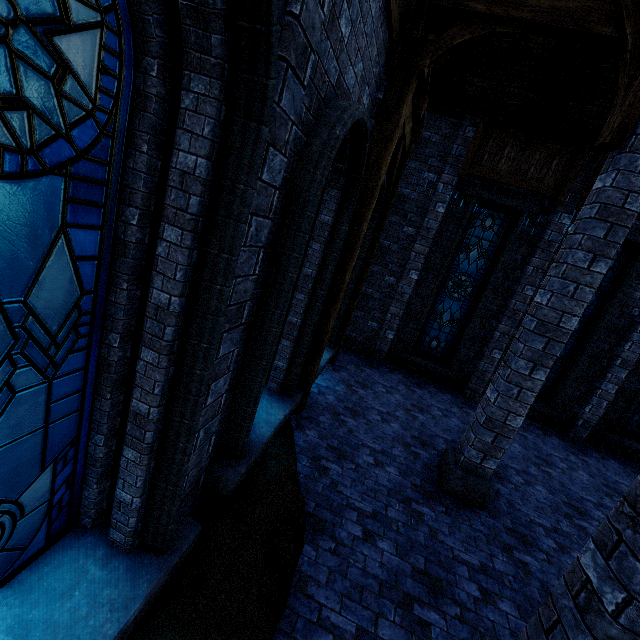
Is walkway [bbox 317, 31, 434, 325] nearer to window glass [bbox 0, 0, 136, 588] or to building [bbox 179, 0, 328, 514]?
building [bbox 179, 0, 328, 514]

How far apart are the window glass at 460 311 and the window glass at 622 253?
1.8 meters

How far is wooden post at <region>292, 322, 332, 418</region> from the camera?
5.7m

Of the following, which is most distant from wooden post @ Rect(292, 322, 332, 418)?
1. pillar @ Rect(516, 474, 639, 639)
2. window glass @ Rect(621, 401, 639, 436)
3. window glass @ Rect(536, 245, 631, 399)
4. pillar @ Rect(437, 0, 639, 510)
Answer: window glass @ Rect(621, 401, 639, 436)

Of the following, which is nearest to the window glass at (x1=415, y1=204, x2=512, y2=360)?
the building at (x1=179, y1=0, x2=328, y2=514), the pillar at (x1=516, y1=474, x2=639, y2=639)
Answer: the building at (x1=179, y1=0, x2=328, y2=514)

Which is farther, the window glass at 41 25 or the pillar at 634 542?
the pillar at 634 542

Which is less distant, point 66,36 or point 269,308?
point 66,36

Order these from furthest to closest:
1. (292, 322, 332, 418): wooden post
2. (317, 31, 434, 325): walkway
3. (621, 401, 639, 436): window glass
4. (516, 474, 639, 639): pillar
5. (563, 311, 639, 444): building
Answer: (621, 401, 639, 436): window glass
(563, 311, 639, 444): building
(292, 322, 332, 418): wooden post
(317, 31, 434, 325): walkway
(516, 474, 639, 639): pillar
